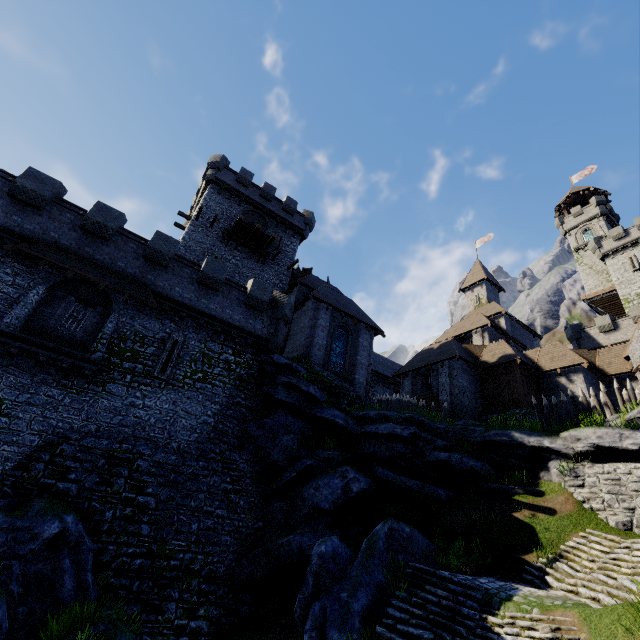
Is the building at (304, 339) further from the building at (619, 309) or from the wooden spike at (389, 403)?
the building at (619, 309)

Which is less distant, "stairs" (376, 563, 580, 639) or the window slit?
"stairs" (376, 563, 580, 639)

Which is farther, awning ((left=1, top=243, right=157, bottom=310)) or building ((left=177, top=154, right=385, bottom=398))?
building ((left=177, top=154, right=385, bottom=398))

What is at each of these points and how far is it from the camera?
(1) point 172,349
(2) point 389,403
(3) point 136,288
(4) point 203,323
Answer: (1) window slit, 16.9 meters
(2) wooden spike, 22.2 meters
(3) awning, 16.3 meters
(4) building tower, 18.1 meters

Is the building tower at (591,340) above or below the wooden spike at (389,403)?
above

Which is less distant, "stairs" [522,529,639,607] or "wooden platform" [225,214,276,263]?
"stairs" [522,529,639,607]

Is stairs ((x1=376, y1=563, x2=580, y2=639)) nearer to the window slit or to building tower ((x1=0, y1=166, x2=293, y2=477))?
building tower ((x1=0, y1=166, x2=293, y2=477))

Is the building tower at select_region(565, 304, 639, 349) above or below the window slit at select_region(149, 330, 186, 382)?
above
